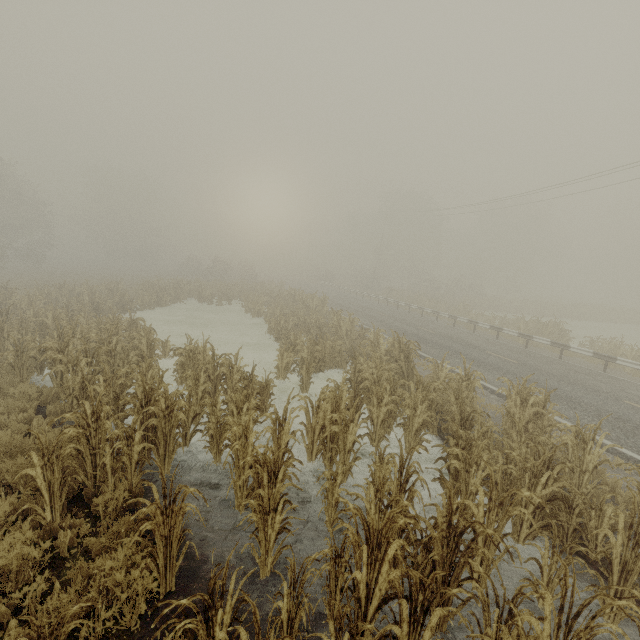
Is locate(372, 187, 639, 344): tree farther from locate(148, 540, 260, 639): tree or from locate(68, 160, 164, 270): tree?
locate(68, 160, 164, 270): tree

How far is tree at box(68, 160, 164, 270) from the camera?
51.9m

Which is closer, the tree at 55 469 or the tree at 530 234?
the tree at 55 469

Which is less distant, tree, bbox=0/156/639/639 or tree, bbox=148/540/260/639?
tree, bbox=148/540/260/639

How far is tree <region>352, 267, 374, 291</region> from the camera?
49.9 meters

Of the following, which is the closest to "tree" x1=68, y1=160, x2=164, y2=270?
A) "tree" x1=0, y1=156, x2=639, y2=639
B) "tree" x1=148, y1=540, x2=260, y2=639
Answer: "tree" x1=0, y1=156, x2=639, y2=639

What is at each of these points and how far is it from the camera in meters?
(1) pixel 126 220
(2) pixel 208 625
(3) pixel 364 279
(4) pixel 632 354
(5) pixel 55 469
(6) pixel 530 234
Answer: (1) tree, 51.9
(2) tree, 3.0
(3) tree, 50.7
(4) tree, 15.3
(5) tree, 4.6
(6) tree, 54.0
